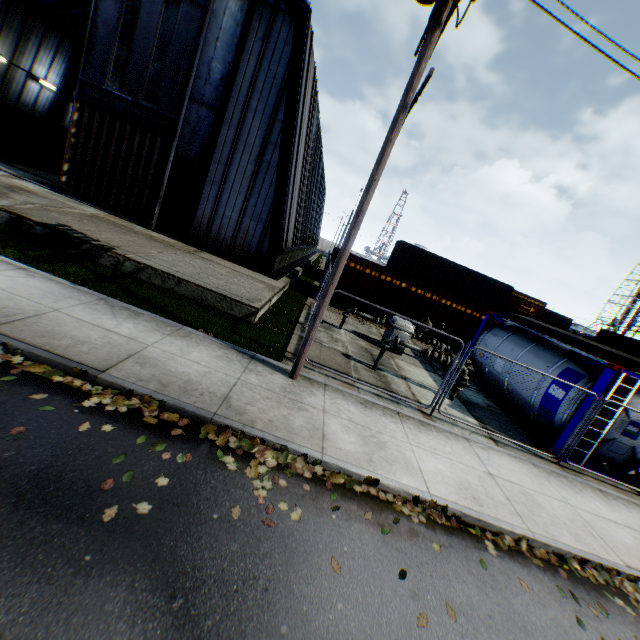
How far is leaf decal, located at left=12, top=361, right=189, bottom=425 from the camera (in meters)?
4.64

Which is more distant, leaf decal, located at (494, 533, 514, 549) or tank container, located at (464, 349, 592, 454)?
tank container, located at (464, 349, 592, 454)

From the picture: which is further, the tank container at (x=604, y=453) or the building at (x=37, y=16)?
the building at (x=37, y=16)

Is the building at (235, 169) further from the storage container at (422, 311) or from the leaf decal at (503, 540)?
the leaf decal at (503, 540)

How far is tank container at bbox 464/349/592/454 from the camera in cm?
899

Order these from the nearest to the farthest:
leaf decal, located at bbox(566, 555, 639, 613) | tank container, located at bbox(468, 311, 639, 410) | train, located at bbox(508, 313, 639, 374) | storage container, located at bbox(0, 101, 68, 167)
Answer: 1. leaf decal, located at bbox(566, 555, 639, 613)
2. tank container, located at bbox(468, 311, 639, 410)
3. train, located at bbox(508, 313, 639, 374)
4. storage container, located at bbox(0, 101, 68, 167)

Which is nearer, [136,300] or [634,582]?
[634,582]

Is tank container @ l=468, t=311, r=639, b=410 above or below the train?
below
